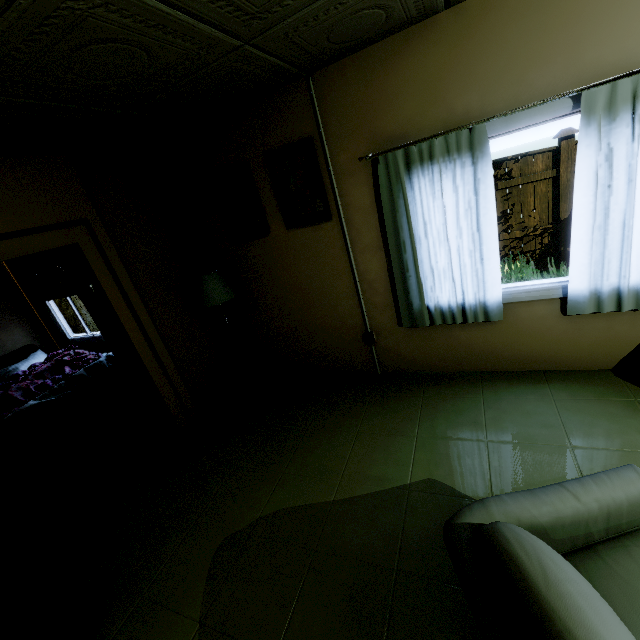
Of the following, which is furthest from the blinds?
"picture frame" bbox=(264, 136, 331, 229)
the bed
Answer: "picture frame" bbox=(264, 136, 331, 229)

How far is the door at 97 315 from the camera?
2.8m

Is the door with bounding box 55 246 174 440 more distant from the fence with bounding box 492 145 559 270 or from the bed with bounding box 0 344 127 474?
the fence with bounding box 492 145 559 270

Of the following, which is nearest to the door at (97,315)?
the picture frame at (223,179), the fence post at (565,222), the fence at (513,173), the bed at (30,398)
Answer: the bed at (30,398)

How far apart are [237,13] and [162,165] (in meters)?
2.29

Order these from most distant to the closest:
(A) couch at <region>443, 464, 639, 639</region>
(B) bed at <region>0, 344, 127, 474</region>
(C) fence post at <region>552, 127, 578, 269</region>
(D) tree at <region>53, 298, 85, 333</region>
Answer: (D) tree at <region>53, 298, 85, 333</region>, (C) fence post at <region>552, 127, 578, 269</region>, (B) bed at <region>0, 344, 127, 474</region>, (A) couch at <region>443, 464, 639, 639</region>

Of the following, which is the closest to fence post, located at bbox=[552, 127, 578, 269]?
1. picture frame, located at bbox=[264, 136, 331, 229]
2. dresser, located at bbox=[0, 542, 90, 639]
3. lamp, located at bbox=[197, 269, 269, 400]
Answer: picture frame, located at bbox=[264, 136, 331, 229]

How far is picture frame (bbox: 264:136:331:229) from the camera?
2.79m
